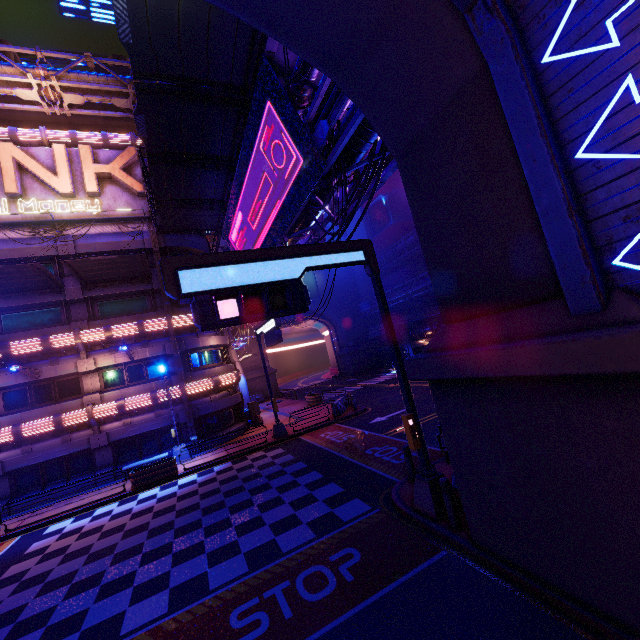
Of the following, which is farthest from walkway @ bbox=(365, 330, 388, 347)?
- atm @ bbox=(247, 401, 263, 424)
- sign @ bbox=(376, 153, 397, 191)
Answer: atm @ bbox=(247, 401, 263, 424)

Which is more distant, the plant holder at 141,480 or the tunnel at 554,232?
the plant holder at 141,480

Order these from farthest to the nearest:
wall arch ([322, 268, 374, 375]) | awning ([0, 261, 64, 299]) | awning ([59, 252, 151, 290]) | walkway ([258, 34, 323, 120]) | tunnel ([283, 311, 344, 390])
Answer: tunnel ([283, 311, 344, 390])
wall arch ([322, 268, 374, 375])
awning ([59, 252, 151, 290])
awning ([0, 261, 64, 299])
walkway ([258, 34, 323, 120])

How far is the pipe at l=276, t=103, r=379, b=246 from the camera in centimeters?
998cm

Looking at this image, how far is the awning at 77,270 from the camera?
17.9 meters

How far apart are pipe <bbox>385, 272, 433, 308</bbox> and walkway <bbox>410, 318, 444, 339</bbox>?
2.79m

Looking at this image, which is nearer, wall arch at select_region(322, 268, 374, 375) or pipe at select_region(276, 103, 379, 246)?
pipe at select_region(276, 103, 379, 246)

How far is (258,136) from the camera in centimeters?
1354cm
